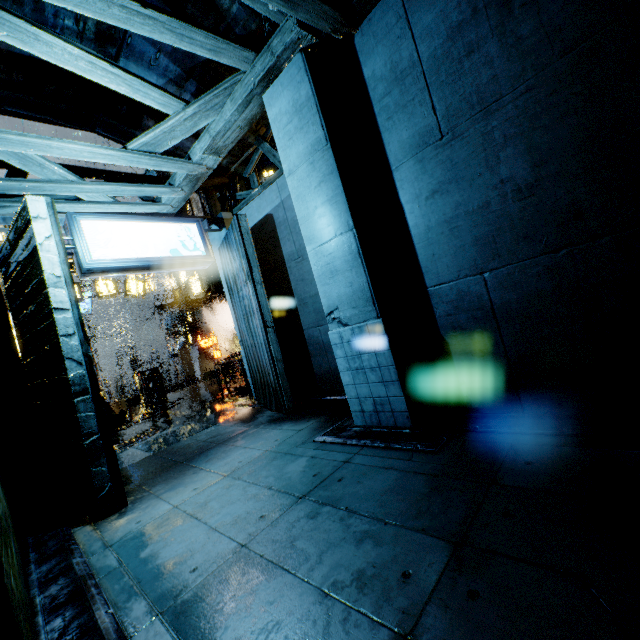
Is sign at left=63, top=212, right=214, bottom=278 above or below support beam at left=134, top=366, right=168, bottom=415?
above

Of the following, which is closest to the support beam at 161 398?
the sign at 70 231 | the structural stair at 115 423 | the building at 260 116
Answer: the building at 260 116

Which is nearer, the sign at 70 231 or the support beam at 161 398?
the sign at 70 231

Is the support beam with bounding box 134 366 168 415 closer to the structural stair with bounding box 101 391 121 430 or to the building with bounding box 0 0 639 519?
the building with bounding box 0 0 639 519

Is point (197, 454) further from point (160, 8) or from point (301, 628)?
point (160, 8)

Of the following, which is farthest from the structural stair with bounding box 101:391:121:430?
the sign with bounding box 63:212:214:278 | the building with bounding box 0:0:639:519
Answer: the sign with bounding box 63:212:214:278

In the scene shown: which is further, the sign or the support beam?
the support beam

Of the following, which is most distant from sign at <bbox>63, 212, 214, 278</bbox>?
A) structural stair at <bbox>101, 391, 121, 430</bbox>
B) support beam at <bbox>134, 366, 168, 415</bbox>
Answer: support beam at <bbox>134, 366, 168, 415</bbox>
